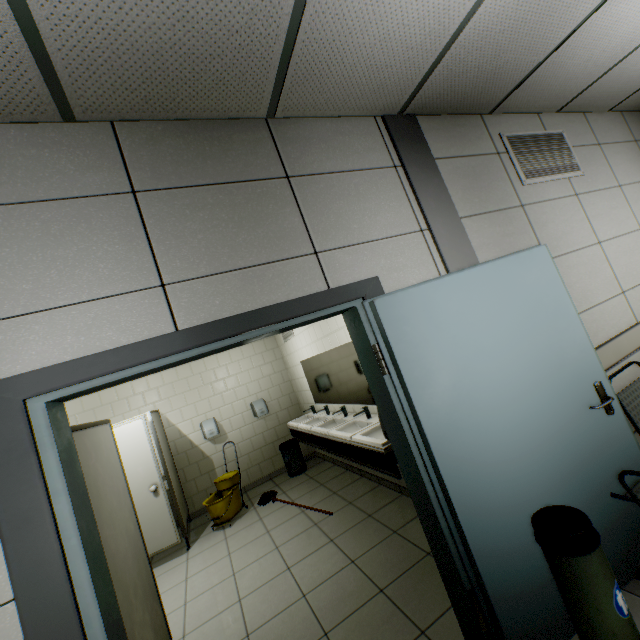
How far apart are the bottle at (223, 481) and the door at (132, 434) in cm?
49

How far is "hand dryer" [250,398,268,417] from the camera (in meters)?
6.10

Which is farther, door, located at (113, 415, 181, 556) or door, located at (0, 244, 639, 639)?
door, located at (113, 415, 181, 556)

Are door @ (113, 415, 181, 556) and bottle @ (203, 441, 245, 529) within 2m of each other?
yes

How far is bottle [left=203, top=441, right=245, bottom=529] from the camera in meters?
4.7

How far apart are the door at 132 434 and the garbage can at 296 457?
2.02m

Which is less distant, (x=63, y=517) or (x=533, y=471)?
(x=63, y=517)

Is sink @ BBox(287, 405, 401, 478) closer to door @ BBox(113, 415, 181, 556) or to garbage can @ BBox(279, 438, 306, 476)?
garbage can @ BBox(279, 438, 306, 476)
